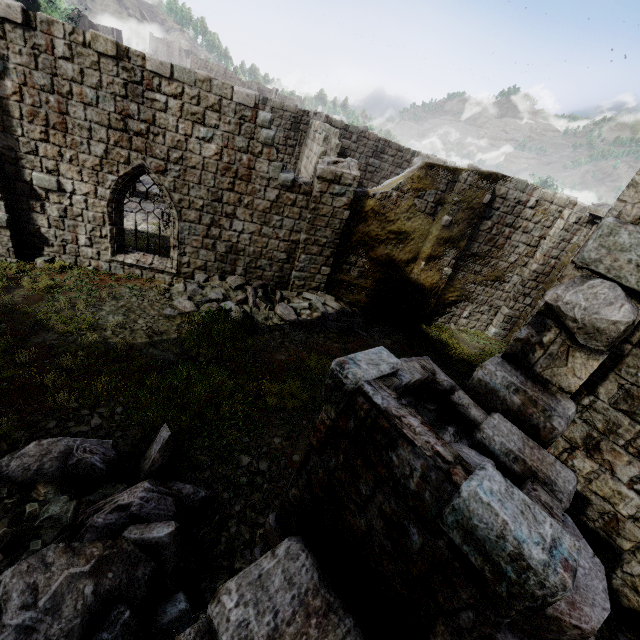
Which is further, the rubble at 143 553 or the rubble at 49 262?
the rubble at 49 262

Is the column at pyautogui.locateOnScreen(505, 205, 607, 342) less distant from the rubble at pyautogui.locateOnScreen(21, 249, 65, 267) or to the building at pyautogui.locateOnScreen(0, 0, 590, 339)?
the building at pyautogui.locateOnScreen(0, 0, 590, 339)

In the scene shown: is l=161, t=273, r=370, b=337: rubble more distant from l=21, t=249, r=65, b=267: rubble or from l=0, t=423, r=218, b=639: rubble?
l=0, t=423, r=218, b=639: rubble

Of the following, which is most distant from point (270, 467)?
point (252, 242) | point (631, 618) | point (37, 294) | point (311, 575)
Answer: point (37, 294)

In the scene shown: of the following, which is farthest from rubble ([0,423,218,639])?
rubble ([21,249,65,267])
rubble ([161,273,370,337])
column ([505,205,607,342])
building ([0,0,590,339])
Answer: column ([505,205,607,342])

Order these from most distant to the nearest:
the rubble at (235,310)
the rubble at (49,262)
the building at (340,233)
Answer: the rubble at (49,262) < the rubble at (235,310) < the building at (340,233)

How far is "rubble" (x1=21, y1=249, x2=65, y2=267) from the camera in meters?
10.2

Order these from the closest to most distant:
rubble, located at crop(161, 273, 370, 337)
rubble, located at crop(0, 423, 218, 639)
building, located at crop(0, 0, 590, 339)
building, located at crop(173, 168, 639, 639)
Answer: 1. building, located at crop(173, 168, 639, 639)
2. rubble, located at crop(0, 423, 218, 639)
3. building, located at crop(0, 0, 590, 339)
4. rubble, located at crop(161, 273, 370, 337)
